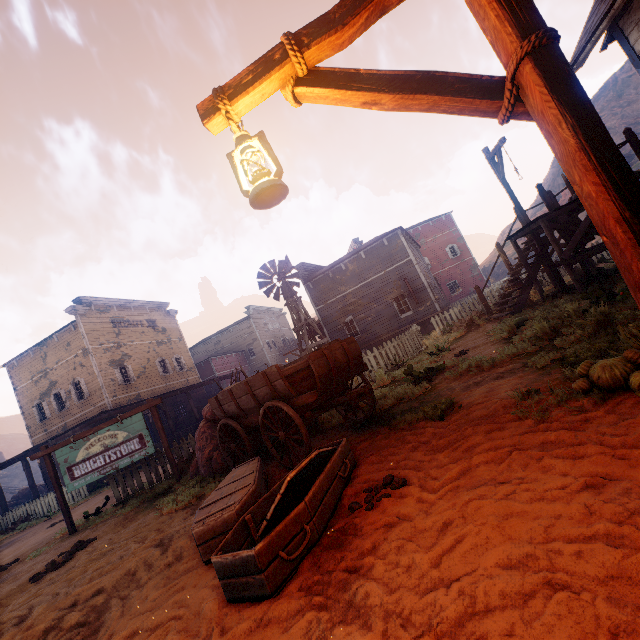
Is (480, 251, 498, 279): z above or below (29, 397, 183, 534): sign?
above

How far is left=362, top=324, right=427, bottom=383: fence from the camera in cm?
1065

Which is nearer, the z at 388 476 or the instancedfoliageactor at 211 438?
the z at 388 476

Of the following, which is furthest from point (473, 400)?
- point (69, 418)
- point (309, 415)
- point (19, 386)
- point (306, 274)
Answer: point (19, 386)

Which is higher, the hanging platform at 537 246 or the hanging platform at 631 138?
the hanging platform at 631 138

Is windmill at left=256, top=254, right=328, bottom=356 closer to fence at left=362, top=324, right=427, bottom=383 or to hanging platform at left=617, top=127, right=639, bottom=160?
fence at left=362, top=324, right=427, bottom=383

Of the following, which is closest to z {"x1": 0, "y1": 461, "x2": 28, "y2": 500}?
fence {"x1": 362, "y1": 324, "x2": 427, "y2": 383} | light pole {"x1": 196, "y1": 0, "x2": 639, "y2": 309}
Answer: fence {"x1": 362, "y1": 324, "x2": 427, "y2": 383}

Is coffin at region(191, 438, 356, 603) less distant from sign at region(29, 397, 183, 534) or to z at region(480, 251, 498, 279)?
Answer: z at region(480, 251, 498, 279)
